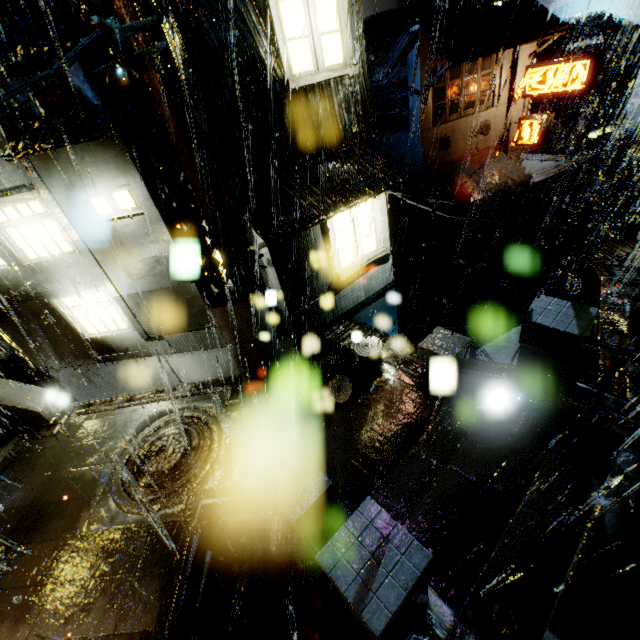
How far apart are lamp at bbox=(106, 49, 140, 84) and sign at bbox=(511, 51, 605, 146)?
22.4 meters

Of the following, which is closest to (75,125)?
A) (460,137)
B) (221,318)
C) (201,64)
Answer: (201,64)

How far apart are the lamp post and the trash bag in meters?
7.3 m

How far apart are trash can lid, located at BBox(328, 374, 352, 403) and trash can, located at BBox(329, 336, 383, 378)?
0.0 meters

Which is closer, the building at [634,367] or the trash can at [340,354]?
the building at [634,367]

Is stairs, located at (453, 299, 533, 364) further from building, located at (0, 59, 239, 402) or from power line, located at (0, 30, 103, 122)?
power line, located at (0, 30, 103, 122)

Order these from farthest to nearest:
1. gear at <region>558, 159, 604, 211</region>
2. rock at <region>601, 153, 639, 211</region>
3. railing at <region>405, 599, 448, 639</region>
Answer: rock at <region>601, 153, 639, 211</region>
gear at <region>558, 159, 604, 211</region>
railing at <region>405, 599, 448, 639</region>

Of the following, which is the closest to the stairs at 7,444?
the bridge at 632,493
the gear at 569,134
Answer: the bridge at 632,493
